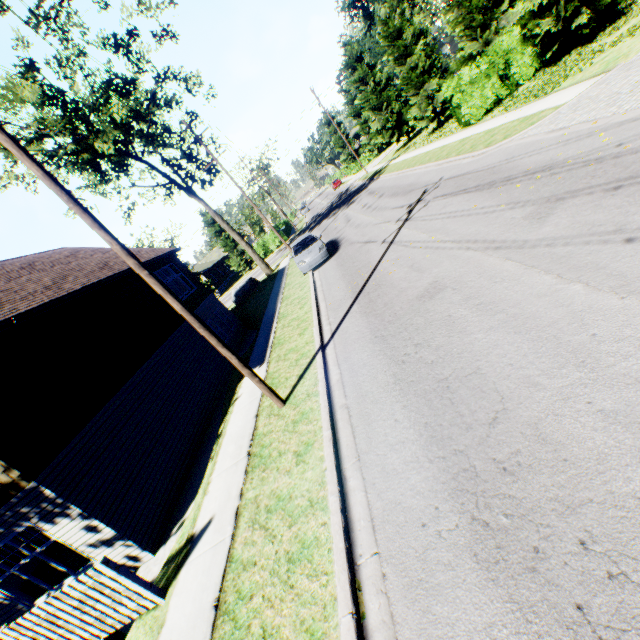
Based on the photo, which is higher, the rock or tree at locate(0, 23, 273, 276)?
tree at locate(0, 23, 273, 276)

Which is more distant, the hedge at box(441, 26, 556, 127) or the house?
the house

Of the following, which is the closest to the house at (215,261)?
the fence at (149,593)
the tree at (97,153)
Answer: the tree at (97,153)

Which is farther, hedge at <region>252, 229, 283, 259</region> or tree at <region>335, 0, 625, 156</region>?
hedge at <region>252, 229, 283, 259</region>

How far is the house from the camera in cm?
5230

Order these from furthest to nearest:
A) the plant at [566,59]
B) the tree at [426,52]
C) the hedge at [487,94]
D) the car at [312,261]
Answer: the hedge at [487,94] → the car at [312,261] → the tree at [426,52] → the plant at [566,59]

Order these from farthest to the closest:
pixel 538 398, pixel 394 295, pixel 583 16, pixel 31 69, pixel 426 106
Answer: pixel 426 106 < pixel 31 69 < pixel 583 16 < pixel 394 295 < pixel 538 398

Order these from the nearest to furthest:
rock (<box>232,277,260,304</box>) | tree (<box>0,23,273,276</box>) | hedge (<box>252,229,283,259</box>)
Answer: tree (<box>0,23,273,276</box>) → rock (<box>232,277,260,304</box>) → hedge (<box>252,229,283,259</box>)
